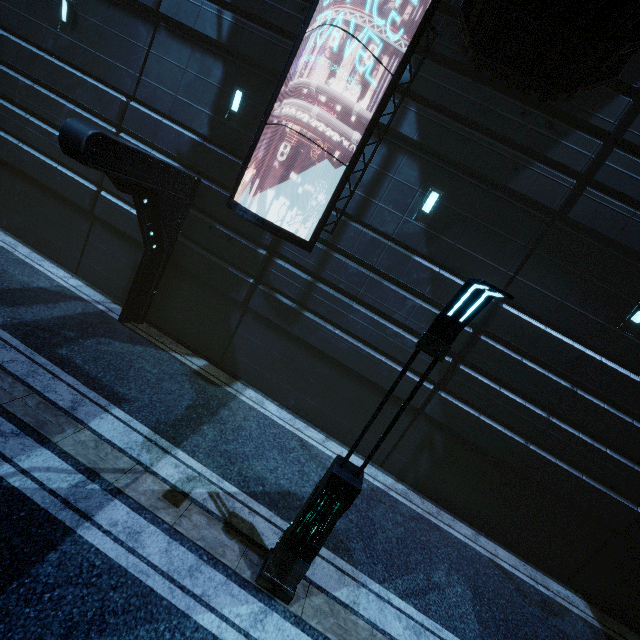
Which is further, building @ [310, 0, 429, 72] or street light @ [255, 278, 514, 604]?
building @ [310, 0, 429, 72]

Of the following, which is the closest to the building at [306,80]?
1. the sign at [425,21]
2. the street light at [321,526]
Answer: the sign at [425,21]

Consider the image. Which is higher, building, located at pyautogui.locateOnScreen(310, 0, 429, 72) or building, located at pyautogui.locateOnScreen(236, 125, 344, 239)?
building, located at pyautogui.locateOnScreen(310, 0, 429, 72)

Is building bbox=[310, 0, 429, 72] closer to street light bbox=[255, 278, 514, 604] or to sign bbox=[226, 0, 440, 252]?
sign bbox=[226, 0, 440, 252]

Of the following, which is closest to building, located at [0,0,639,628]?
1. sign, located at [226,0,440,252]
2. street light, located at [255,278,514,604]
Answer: → sign, located at [226,0,440,252]

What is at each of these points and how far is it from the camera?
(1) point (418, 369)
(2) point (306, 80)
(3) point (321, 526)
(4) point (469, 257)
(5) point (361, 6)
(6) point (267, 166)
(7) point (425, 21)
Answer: (1) building, 8.86m
(2) building, 8.31m
(3) street light, 5.11m
(4) building, 8.34m
(5) building, 7.79m
(6) building, 9.08m
(7) sign, 7.20m

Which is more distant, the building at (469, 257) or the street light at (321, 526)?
the building at (469, 257)
